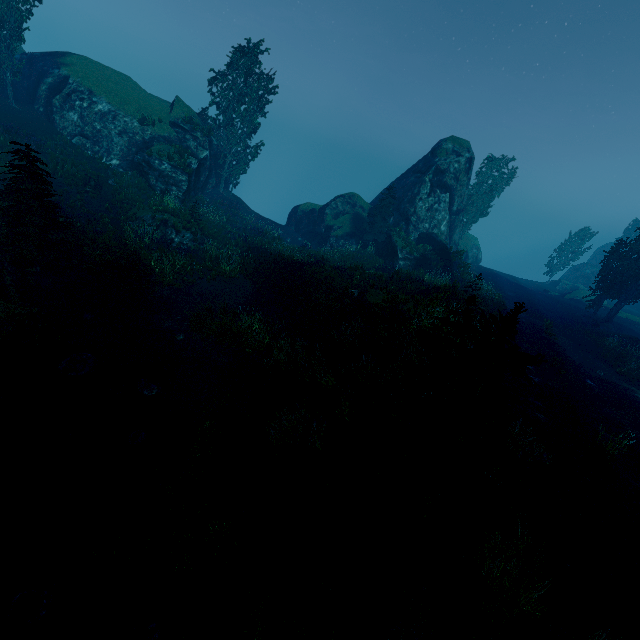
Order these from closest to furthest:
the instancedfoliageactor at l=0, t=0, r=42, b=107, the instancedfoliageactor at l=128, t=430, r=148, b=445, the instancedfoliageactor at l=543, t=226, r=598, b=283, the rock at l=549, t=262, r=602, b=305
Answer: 1. the instancedfoliageactor at l=128, t=430, r=148, b=445
2. the instancedfoliageactor at l=0, t=0, r=42, b=107
3. the rock at l=549, t=262, r=602, b=305
4. the instancedfoliageactor at l=543, t=226, r=598, b=283

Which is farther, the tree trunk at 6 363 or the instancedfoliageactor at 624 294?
the instancedfoliageactor at 624 294

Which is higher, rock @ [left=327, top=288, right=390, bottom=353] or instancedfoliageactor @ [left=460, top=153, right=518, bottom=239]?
instancedfoliageactor @ [left=460, top=153, right=518, bottom=239]

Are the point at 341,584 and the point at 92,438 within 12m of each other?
yes

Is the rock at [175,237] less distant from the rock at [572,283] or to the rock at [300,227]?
the rock at [300,227]

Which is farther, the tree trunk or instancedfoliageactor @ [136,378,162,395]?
instancedfoliageactor @ [136,378,162,395]

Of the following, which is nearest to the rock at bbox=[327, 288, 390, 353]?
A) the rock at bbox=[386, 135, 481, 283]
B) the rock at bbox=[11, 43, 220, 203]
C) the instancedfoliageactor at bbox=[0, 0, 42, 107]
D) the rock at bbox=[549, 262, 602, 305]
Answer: the instancedfoliageactor at bbox=[0, 0, 42, 107]

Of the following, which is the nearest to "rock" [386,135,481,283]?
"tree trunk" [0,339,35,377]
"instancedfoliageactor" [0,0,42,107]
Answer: "instancedfoliageactor" [0,0,42,107]
